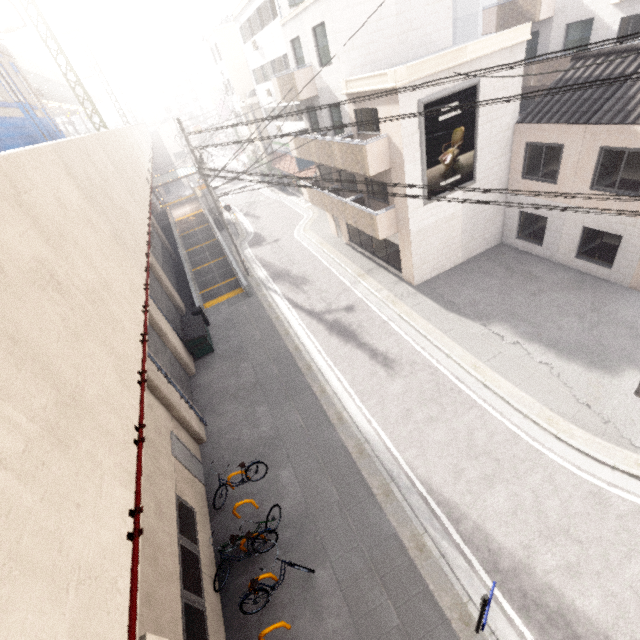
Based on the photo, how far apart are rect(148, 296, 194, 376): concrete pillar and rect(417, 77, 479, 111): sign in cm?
1256

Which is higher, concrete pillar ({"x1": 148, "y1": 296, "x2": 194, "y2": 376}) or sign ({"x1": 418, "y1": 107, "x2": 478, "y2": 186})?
sign ({"x1": 418, "y1": 107, "x2": 478, "y2": 186})

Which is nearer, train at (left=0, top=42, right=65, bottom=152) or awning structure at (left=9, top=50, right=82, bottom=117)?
A: train at (left=0, top=42, right=65, bottom=152)

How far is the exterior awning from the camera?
28.2 meters

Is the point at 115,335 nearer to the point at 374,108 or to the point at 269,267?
the point at 374,108

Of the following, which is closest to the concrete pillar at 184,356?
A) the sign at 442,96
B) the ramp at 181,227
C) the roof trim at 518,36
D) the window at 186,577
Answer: the ramp at 181,227

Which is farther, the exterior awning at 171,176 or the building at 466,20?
the building at 466,20

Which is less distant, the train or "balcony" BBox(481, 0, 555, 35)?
the train
